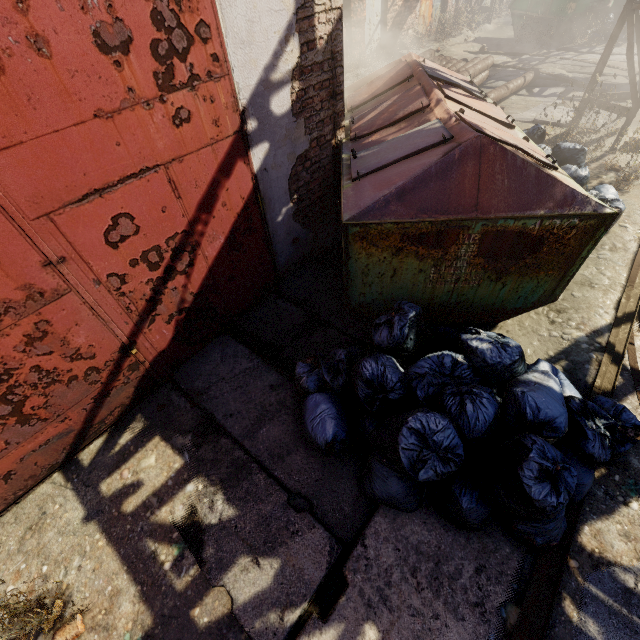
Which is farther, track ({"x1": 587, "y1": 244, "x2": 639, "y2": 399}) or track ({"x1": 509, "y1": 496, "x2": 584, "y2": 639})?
track ({"x1": 587, "y1": 244, "x2": 639, "y2": 399})

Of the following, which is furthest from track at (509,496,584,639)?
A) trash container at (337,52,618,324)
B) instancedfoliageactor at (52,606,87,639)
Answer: instancedfoliageactor at (52,606,87,639)

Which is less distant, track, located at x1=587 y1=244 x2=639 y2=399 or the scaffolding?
track, located at x1=587 y1=244 x2=639 y2=399

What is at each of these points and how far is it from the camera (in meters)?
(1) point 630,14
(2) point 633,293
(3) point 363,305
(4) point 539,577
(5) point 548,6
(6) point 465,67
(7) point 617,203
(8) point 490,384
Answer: (1) scaffolding, 5.31
(2) track, 3.71
(3) trash container, 3.52
(4) track, 2.13
(5) container, 12.17
(6) pipe, 8.98
(7) trash bag, 4.33
(8) trash bag, 2.67

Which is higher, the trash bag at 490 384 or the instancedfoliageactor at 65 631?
the trash bag at 490 384

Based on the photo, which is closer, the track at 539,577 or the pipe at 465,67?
the track at 539,577

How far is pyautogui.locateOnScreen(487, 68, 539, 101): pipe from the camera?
8.03m

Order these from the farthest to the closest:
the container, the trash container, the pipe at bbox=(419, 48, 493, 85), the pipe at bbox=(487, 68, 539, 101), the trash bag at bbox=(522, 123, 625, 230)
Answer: the container, the pipe at bbox=(419, 48, 493, 85), the pipe at bbox=(487, 68, 539, 101), the trash bag at bbox=(522, 123, 625, 230), the trash container
